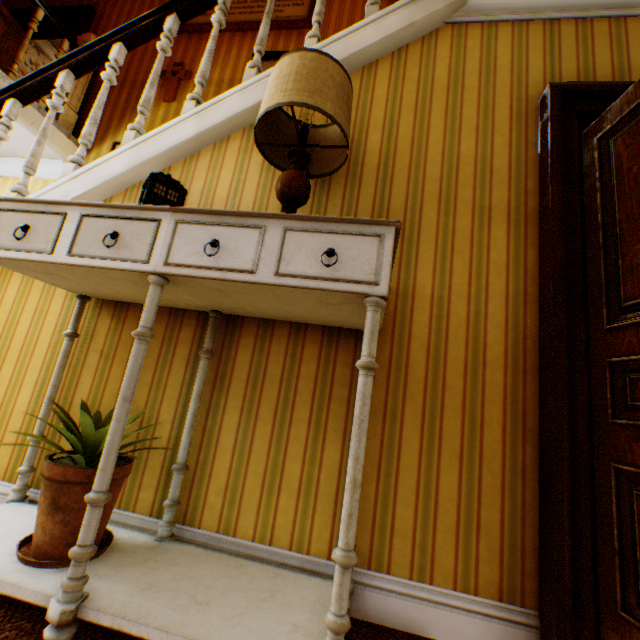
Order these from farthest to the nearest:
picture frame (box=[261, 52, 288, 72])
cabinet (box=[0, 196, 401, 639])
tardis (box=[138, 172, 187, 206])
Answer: picture frame (box=[261, 52, 288, 72]) < tardis (box=[138, 172, 187, 206]) < cabinet (box=[0, 196, 401, 639])

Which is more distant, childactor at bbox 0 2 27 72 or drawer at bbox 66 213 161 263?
childactor at bbox 0 2 27 72

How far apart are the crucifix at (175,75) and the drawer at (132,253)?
4.1m

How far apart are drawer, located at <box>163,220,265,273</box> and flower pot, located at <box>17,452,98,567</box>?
0.8m

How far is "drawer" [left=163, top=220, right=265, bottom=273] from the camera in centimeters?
105cm

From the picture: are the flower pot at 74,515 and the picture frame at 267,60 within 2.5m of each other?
no

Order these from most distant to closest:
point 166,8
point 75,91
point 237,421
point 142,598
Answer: point 75,91
point 166,8
point 237,421
point 142,598

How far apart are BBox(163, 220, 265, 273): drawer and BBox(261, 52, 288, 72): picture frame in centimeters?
348cm
